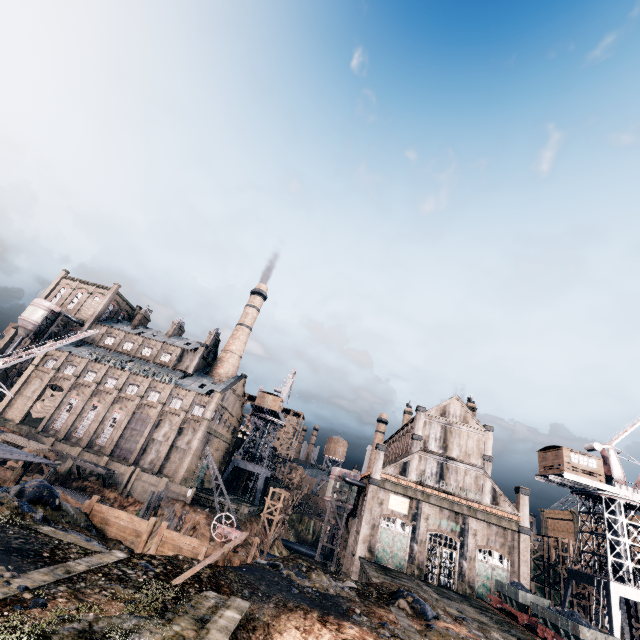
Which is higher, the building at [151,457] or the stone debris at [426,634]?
the building at [151,457]

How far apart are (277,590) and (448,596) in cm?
2577

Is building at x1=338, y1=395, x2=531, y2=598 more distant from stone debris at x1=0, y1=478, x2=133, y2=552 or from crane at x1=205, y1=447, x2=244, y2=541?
stone debris at x1=0, y1=478, x2=133, y2=552

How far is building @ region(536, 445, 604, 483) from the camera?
36.6 meters

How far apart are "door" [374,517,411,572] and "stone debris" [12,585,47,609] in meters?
39.1 m

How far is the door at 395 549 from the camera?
39.0 meters

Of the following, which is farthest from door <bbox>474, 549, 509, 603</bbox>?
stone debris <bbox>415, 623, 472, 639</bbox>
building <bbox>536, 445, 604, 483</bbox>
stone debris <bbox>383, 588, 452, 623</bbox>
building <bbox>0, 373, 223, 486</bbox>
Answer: stone debris <bbox>415, 623, 472, 639</bbox>

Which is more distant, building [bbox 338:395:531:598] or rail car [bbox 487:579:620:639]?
building [bbox 338:395:531:598]
